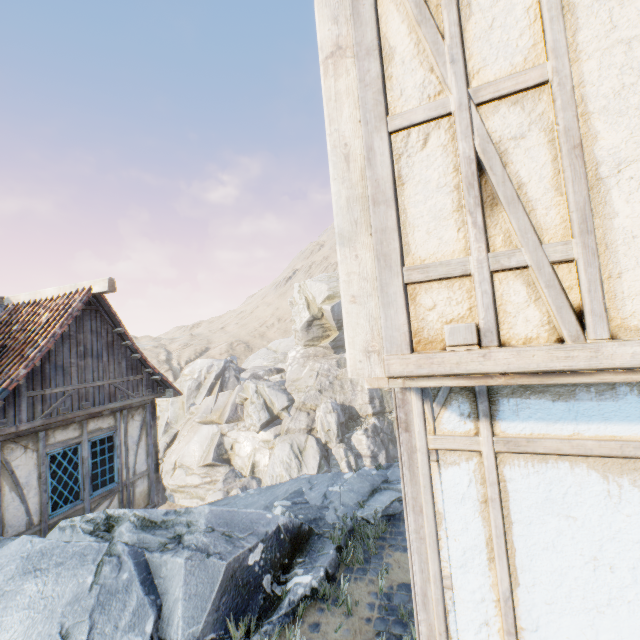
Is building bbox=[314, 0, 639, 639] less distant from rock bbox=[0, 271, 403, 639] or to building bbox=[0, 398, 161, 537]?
rock bbox=[0, 271, 403, 639]

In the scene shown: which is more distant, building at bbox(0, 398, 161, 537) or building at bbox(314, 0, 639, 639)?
building at bbox(0, 398, 161, 537)

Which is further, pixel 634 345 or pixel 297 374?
pixel 297 374

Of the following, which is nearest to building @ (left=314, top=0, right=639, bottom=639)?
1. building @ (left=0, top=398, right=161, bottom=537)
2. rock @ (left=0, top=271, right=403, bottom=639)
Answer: rock @ (left=0, top=271, right=403, bottom=639)

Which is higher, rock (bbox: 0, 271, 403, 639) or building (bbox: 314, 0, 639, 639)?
building (bbox: 314, 0, 639, 639)

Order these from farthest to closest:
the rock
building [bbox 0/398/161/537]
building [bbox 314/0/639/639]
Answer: building [bbox 0/398/161/537] < the rock < building [bbox 314/0/639/639]

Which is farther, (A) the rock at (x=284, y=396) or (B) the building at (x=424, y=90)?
(A) the rock at (x=284, y=396)

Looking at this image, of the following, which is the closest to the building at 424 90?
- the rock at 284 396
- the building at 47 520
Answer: the rock at 284 396
